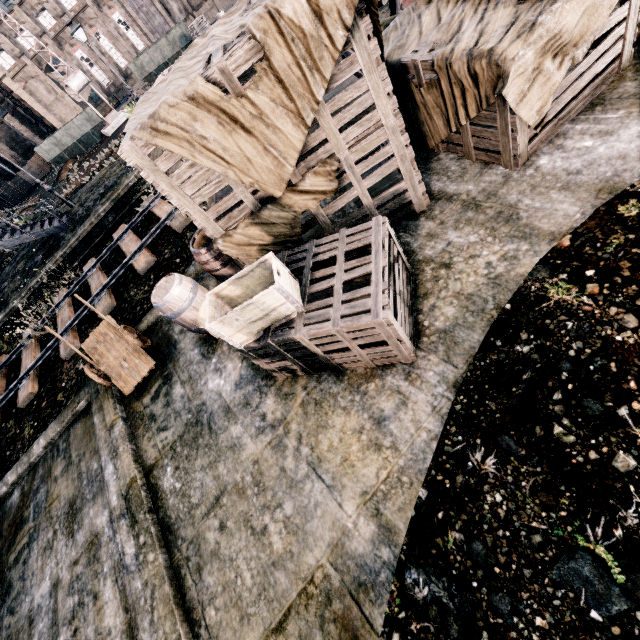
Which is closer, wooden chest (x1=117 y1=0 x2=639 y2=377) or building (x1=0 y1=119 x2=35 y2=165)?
wooden chest (x1=117 y1=0 x2=639 y2=377)

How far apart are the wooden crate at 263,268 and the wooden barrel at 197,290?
1.85m

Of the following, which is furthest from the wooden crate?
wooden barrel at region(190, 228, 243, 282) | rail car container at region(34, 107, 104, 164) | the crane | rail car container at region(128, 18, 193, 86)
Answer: rail car container at region(34, 107, 104, 164)

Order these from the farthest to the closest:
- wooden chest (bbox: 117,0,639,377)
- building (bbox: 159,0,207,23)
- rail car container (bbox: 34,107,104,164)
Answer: building (bbox: 159,0,207,23) → rail car container (bbox: 34,107,104,164) → wooden chest (bbox: 117,0,639,377)

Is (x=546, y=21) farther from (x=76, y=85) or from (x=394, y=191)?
(x=76, y=85)

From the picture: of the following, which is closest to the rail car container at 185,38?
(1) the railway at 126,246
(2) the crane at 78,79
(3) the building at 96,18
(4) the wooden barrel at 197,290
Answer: (2) the crane at 78,79

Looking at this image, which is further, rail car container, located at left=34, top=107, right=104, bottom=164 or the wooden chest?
rail car container, located at left=34, top=107, right=104, bottom=164

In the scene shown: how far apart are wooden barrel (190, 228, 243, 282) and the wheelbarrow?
2.4 meters
